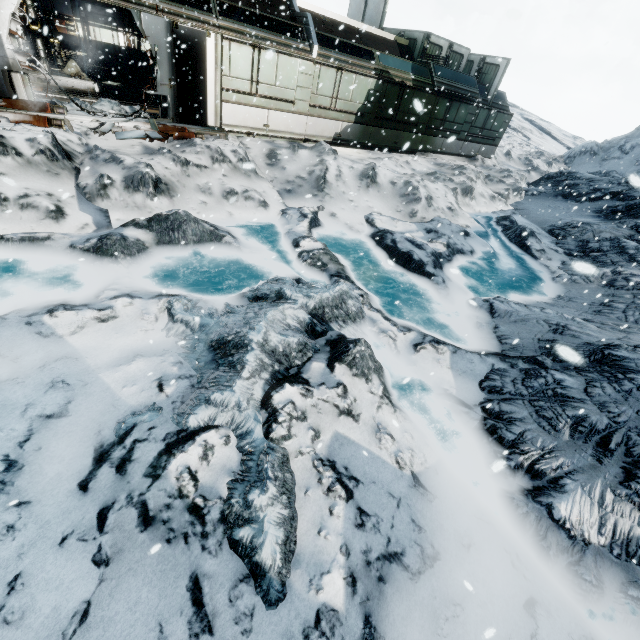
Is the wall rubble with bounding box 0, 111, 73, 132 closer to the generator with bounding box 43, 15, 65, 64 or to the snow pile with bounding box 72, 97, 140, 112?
the snow pile with bounding box 72, 97, 140, 112

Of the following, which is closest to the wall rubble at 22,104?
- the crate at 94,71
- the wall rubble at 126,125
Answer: A: the wall rubble at 126,125

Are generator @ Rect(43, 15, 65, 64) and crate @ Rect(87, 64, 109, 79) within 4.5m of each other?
yes

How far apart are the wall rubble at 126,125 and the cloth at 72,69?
7.3 meters

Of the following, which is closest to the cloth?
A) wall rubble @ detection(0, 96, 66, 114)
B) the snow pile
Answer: the snow pile

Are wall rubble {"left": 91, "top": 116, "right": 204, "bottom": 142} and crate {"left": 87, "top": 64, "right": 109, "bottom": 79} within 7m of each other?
no

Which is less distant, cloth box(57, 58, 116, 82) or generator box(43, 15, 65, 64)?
generator box(43, 15, 65, 64)

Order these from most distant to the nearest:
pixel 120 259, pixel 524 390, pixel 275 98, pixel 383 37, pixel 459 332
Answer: pixel 383 37 < pixel 275 98 < pixel 459 332 < pixel 120 259 < pixel 524 390
